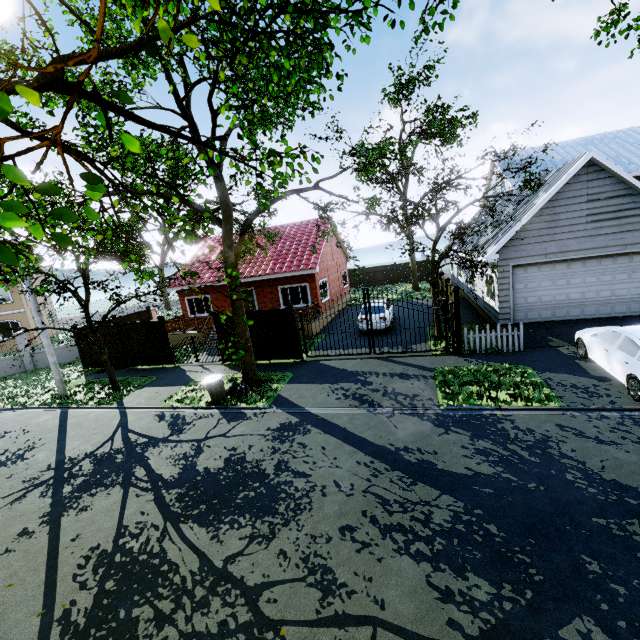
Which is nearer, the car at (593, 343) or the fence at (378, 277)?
A: the car at (593, 343)

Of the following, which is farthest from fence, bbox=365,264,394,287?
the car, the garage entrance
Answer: the car

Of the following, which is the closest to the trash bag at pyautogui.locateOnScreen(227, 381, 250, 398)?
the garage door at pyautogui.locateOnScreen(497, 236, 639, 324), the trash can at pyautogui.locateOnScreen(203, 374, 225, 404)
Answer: the trash can at pyautogui.locateOnScreen(203, 374, 225, 404)

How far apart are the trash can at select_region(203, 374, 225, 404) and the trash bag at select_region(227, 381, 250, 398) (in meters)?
0.14

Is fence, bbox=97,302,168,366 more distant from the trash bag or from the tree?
the trash bag

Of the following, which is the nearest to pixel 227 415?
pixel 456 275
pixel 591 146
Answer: pixel 456 275

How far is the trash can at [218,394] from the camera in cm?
1107

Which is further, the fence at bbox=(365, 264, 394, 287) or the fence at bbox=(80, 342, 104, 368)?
the fence at bbox=(365, 264, 394, 287)
